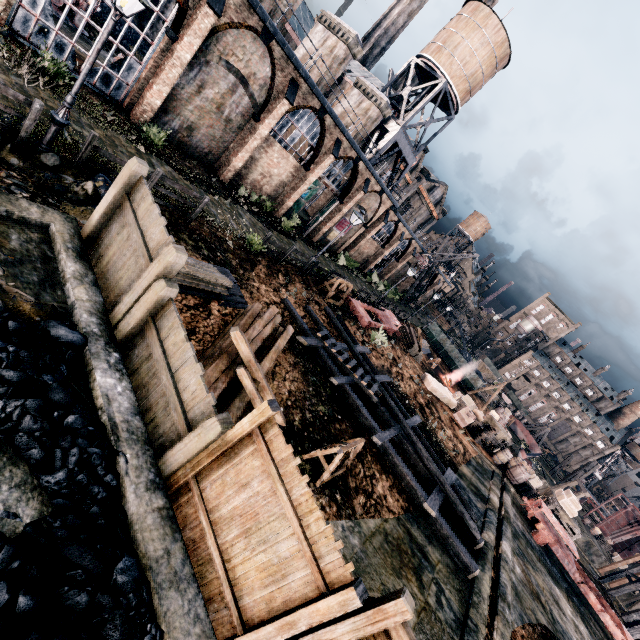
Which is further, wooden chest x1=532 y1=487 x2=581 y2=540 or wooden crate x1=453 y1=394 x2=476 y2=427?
wooden crate x1=453 y1=394 x2=476 y2=427

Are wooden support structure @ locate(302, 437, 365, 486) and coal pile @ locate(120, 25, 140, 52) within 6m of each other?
no

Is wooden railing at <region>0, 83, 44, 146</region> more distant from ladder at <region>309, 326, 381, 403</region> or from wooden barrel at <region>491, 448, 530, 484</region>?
wooden barrel at <region>491, 448, 530, 484</region>

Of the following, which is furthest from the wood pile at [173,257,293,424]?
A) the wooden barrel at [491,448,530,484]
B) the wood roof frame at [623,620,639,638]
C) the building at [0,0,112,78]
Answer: the wooden barrel at [491,448,530,484]

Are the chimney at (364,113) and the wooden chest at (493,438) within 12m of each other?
no

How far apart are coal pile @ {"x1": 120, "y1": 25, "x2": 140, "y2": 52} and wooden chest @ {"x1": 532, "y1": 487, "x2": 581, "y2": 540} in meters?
47.6 m

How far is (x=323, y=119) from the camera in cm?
2300

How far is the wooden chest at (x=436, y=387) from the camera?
25.6 meters
